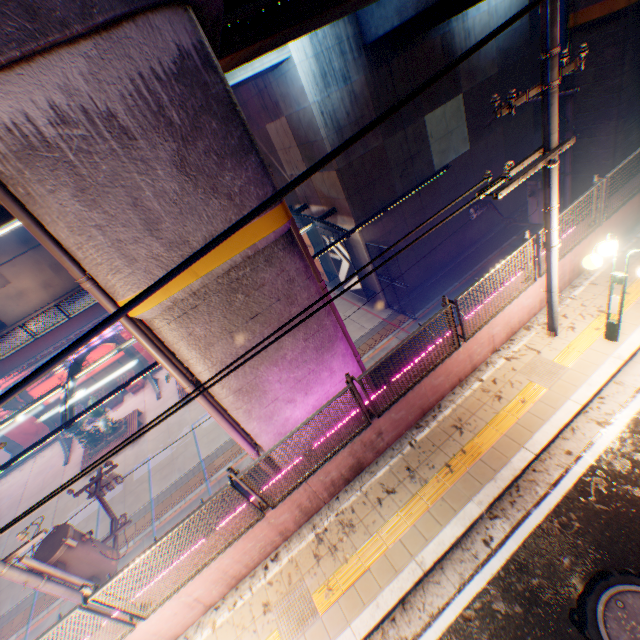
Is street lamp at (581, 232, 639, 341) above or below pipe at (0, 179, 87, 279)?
below

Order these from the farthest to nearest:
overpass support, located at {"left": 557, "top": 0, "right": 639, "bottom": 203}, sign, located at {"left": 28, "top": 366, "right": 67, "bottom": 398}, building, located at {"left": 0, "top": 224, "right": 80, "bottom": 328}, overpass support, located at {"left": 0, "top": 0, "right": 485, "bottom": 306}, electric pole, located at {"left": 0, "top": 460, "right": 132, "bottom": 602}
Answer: building, located at {"left": 0, "top": 224, "right": 80, "bottom": 328} < sign, located at {"left": 28, "top": 366, "right": 67, "bottom": 398} < overpass support, located at {"left": 557, "top": 0, "right": 639, "bottom": 203} < electric pole, located at {"left": 0, "top": 460, "right": 132, "bottom": 602} < overpass support, located at {"left": 0, "top": 0, "right": 485, "bottom": 306}

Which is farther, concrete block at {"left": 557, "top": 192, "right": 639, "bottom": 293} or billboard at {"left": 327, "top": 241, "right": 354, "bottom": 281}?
billboard at {"left": 327, "top": 241, "right": 354, "bottom": 281}

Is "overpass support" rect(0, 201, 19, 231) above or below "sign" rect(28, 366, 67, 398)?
above

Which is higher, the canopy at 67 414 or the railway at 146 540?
the canopy at 67 414

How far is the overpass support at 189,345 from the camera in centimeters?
538cm

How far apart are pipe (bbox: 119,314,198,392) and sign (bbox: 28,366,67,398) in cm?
2139

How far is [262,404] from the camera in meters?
6.9
